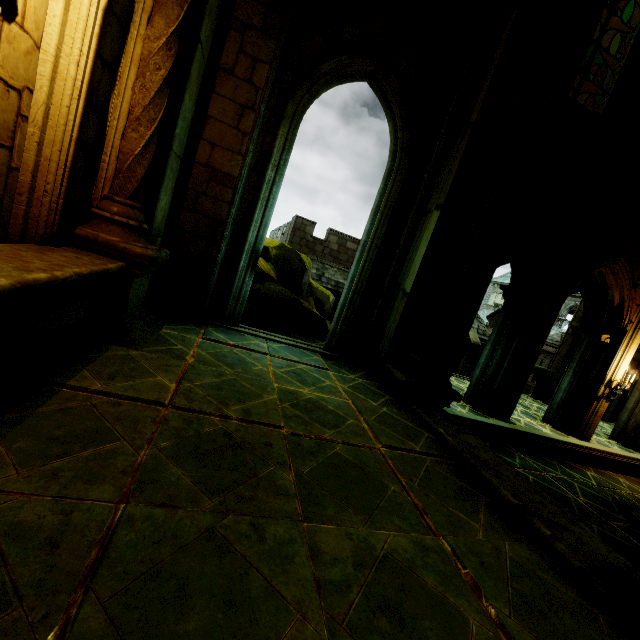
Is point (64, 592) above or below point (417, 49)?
below

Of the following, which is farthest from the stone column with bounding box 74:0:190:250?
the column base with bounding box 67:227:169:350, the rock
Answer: the rock

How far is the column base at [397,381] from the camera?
5.19m

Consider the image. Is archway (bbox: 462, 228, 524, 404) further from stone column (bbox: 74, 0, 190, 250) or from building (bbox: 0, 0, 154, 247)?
stone column (bbox: 74, 0, 190, 250)

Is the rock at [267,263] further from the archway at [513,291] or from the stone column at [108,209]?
the stone column at [108,209]

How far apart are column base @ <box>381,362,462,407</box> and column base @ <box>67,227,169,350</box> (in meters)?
3.75

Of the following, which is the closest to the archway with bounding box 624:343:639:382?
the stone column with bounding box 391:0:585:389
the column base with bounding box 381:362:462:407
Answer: the column base with bounding box 381:362:462:407

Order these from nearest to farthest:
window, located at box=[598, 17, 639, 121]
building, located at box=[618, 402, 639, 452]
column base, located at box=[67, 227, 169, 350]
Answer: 1. column base, located at box=[67, 227, 169, 350]
2. window, located at box=[598, 17, 639, 121]
3. building, located at box=[618, 402, 639, 452]
